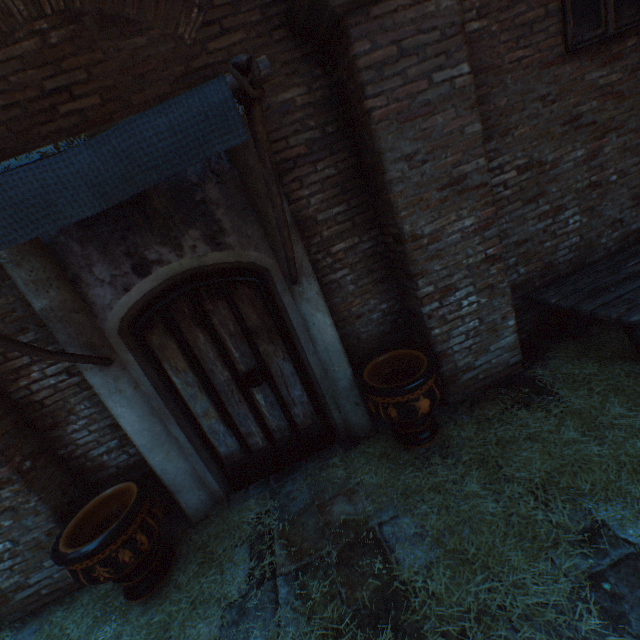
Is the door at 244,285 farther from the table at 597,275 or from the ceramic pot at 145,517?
the table at 597,275

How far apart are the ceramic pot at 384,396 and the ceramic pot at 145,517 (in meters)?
2.19

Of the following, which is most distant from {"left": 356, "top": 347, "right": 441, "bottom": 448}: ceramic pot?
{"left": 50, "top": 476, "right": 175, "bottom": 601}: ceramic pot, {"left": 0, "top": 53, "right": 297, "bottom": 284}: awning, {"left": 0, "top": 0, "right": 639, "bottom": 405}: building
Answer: {"left": 0, "top": 0, "right": 639, "bottom": 405}: building

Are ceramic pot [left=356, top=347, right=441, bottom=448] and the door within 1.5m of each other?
yes

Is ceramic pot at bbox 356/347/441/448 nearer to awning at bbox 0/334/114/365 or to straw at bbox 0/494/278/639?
straw at bbox 0/494/278/639

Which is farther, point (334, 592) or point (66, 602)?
point (66, 602)

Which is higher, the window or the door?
the window

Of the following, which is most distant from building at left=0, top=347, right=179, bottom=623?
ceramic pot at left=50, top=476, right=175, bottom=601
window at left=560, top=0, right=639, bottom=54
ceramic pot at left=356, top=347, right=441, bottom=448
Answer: window at left=560, top=0, right=639, bottom=54
